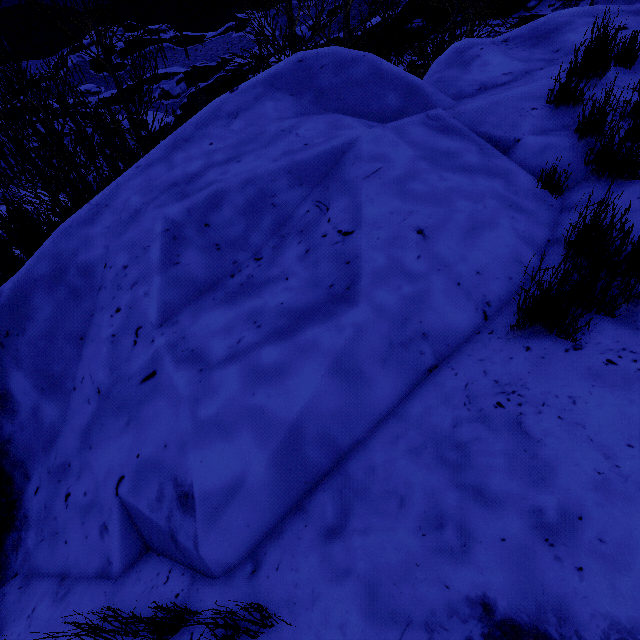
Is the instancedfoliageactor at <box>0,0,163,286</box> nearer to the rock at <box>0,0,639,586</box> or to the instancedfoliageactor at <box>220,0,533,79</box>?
the rock at <box>0,0,639,586</box>

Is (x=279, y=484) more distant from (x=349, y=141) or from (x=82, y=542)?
(x=349, y=141)

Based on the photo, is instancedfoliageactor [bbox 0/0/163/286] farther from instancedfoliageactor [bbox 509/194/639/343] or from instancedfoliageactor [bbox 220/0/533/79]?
instancedfoliageactor [bbox 509/194/639/343]

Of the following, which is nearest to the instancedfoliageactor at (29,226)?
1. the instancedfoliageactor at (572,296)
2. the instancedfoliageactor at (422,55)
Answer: the instancedfoliageactor at (422,55)

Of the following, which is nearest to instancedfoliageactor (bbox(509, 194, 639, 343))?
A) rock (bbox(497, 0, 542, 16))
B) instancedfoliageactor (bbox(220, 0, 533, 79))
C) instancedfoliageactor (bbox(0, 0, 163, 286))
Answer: rock (bbox(497, 0, 542, 16))

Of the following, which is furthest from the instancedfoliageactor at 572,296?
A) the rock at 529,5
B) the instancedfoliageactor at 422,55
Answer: the instancedfoliageactor at 422,55
